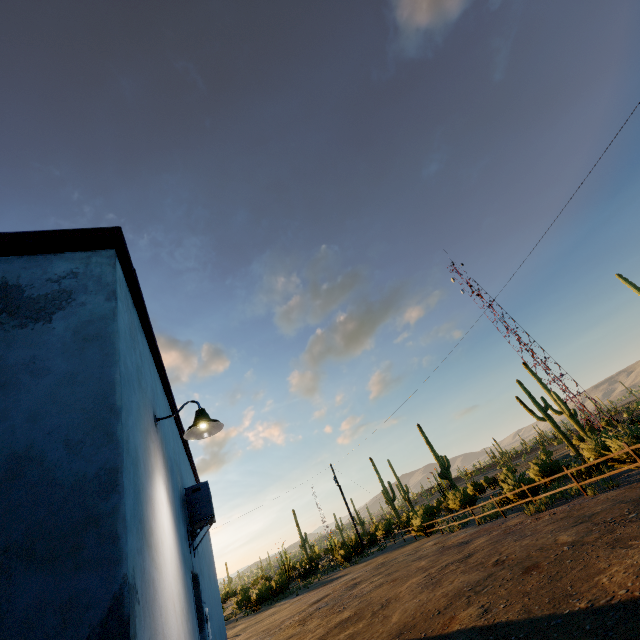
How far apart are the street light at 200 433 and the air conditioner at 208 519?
2.0 meters

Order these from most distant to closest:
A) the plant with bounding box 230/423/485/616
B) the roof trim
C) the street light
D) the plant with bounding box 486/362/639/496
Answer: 1. the plant with bounding box 230/423/485/616
2. the plant with bounding box 486/362/639/496
3. the street light
4. the roof trim

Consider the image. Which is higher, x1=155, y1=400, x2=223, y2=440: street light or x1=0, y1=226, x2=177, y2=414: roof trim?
x1=0, y1=226, x2=177, y2=414: roof trim

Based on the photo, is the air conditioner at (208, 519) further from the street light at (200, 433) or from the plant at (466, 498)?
the plant at (466, 498)

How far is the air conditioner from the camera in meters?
5.1 m

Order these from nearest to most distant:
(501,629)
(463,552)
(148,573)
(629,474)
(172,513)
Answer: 1. (148,573)
2. (172,513)
3. (501,629)
4. (463,552)
5. (629,474)

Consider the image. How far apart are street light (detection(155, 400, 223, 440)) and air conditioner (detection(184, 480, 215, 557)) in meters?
2.0 m

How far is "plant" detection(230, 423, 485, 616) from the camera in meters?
27.3 m
